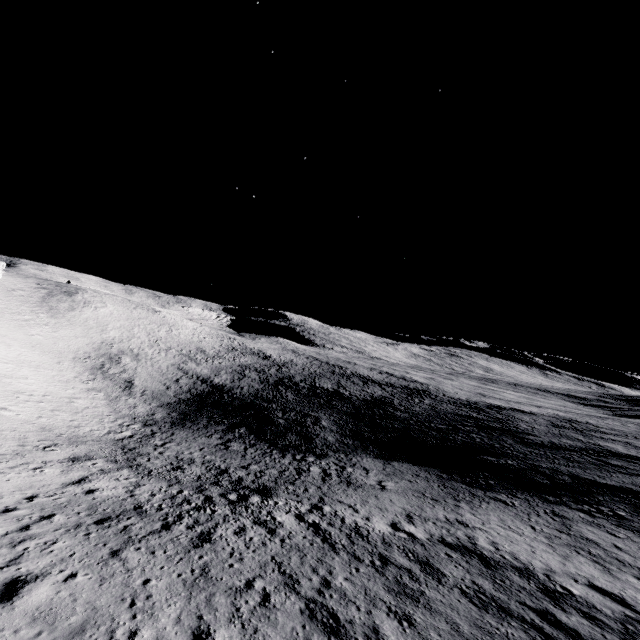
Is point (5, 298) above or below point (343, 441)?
above
